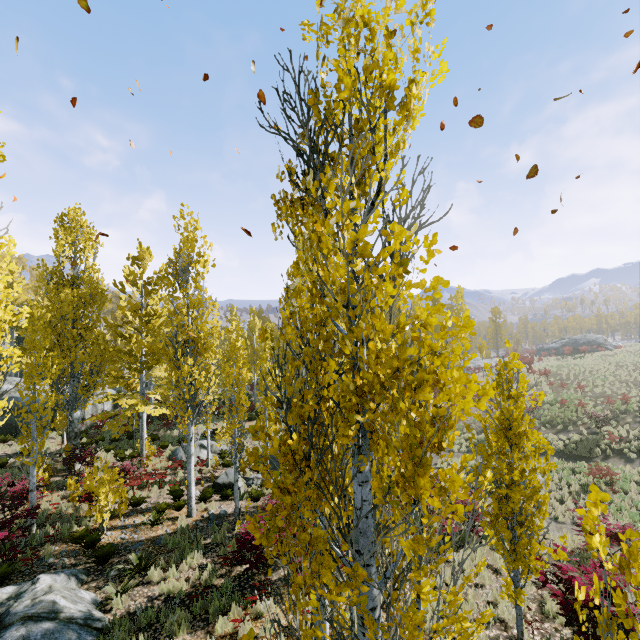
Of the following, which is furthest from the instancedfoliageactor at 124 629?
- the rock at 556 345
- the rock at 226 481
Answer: the rock at 556 345

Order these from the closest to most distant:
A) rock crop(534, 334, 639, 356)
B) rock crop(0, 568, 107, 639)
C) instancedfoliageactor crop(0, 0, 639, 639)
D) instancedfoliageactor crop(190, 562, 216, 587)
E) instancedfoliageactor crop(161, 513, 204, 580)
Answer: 1. instancedfoliageactor crop(0, 0, 639, 639)
2. rock crop(0, 568, 107, 639)
3. instancedfoliageactor crop(190, 562, 216, 587)
4. instancedfoliageactor crop(161, 513, 204, 580)
5. rock crop(534, 334, 639, 356)

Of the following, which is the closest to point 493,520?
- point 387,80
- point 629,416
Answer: point 387,80

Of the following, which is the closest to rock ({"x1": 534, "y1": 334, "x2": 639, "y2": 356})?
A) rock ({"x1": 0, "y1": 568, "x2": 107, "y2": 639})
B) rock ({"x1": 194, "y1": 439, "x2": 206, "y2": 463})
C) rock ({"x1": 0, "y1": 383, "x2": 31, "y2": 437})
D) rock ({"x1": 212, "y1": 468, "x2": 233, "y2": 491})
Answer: rock ({"x1": 212, "y1": 468, "x2": 233, "y2": 491})

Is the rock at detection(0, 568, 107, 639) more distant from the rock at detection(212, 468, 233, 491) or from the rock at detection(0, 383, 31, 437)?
the rock at detection(0, 383, 31, 437)

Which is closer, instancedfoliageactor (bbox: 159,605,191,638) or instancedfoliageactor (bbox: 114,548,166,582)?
instancedfoliageactor (bbox: 159,605,191,638)

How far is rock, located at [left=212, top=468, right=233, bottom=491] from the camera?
15.91m

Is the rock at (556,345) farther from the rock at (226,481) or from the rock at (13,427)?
the rock at (13,427)
